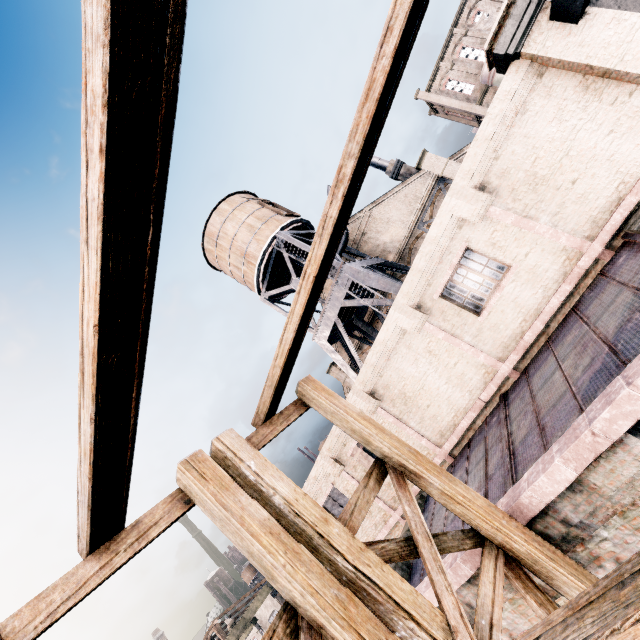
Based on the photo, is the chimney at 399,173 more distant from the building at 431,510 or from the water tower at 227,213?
the water tower at 227,213

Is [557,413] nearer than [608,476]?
No

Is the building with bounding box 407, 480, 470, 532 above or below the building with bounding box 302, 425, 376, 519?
below

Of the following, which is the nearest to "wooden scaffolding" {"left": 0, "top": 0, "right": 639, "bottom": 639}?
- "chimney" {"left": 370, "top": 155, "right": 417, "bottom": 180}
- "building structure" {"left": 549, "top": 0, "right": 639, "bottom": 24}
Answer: "building structure" {"left": 549, "top": 0, "right": 639, "bottom": 24}

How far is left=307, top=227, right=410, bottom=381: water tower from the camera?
18.8m

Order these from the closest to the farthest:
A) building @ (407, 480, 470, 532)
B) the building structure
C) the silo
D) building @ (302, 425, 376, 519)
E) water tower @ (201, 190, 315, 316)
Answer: the building structure < building @ (407, 480, 470, 532) < building @ (302, 425, 376, 519) < water tower @ (201, 190, 315, 316) < the silo

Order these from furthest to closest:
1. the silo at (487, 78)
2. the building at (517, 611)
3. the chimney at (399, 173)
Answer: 1. the silo at (487, 78)
2. the chimney at (399, 173)
3. the building at (517, 611)
